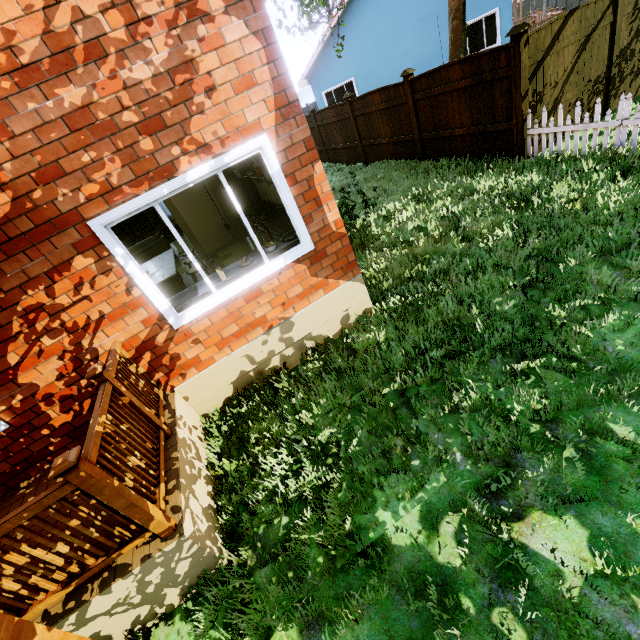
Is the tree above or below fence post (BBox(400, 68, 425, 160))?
below

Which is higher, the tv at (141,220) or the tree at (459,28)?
the tree at (459,28)

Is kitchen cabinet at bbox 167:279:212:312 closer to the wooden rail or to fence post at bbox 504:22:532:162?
the wooden rail

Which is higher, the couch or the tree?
the tree

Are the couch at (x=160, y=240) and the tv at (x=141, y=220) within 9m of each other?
yes

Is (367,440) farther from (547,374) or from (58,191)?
(58,191)

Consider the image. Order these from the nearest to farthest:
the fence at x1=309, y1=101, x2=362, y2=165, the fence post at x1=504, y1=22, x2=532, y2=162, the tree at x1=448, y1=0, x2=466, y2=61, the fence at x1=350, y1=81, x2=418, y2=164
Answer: the fence post at x1=504, y1=22, x2=532, y2=162, the tree at x1=448, y1=0, x2=466, y2=61, the fence at x1=350, y1=81, x2=418, y2=164, the fence at x1=309, y1=101, x2=362, y2=165

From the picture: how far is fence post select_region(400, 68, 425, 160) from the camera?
8.73m
